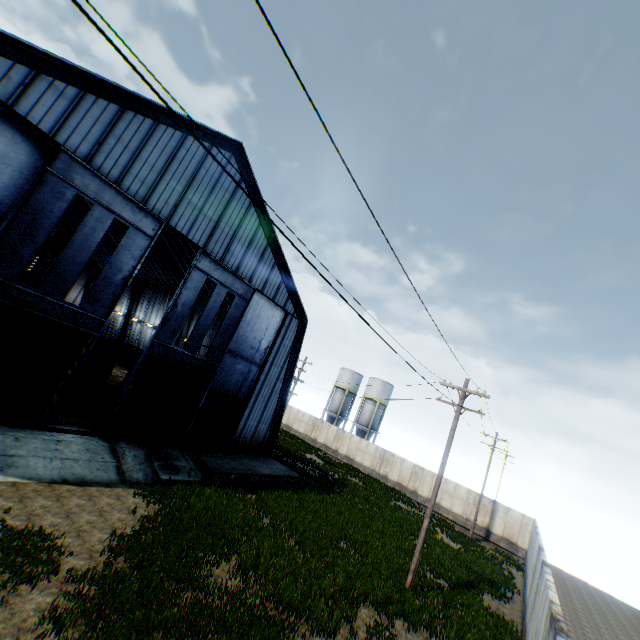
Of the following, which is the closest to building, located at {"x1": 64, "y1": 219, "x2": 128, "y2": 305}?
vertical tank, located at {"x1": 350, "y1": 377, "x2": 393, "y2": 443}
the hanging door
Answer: the hanging door

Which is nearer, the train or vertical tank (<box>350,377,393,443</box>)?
the train

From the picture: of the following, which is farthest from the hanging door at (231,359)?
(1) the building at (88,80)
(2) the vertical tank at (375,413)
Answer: (2) the vertical tank at (375,413)

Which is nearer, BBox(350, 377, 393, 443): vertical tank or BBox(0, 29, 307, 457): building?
BBox(0, 29, 307, 457): building

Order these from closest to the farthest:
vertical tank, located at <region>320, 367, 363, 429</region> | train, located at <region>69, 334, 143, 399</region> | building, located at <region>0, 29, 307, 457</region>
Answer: building, located at <region>0, 29, 307, 457</region> → train, located at <region>69, 334, 143, 399</region> → vertical tank, located at <region>320, 367, 363, 429</region>

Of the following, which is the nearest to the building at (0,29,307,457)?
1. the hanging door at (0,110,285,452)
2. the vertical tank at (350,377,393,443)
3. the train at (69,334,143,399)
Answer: the hanging door at (0,110,285,452)

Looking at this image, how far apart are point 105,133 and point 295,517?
20.0m

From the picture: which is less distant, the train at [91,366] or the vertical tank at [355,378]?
the train at [91,366]
